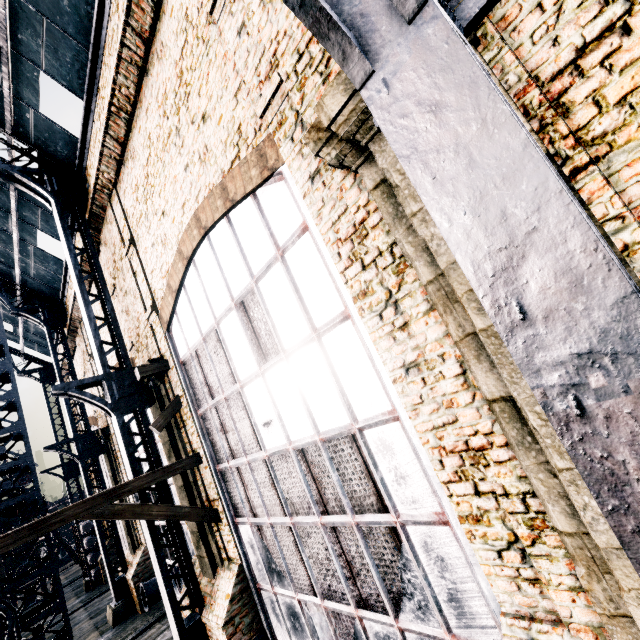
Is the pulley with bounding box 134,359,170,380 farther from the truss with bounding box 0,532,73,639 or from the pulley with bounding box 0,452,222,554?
the truss with bounding box 0,532,73,639

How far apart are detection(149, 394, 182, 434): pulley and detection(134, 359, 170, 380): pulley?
0.90m

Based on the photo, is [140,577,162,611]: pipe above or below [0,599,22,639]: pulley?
below

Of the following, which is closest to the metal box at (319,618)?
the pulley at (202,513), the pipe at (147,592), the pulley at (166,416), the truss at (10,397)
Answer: the pulley at (202,513)

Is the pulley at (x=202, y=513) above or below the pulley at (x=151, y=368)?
below

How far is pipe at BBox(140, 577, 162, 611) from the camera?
16.0m

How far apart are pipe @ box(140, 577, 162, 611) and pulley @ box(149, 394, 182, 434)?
12.0m

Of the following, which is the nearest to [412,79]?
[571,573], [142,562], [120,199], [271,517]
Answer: [571,573]
